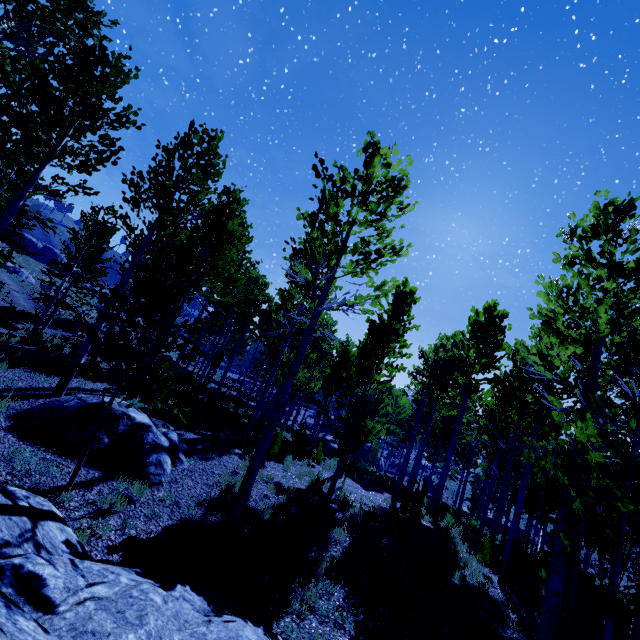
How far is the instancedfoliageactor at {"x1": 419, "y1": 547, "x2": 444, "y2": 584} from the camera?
7.3m

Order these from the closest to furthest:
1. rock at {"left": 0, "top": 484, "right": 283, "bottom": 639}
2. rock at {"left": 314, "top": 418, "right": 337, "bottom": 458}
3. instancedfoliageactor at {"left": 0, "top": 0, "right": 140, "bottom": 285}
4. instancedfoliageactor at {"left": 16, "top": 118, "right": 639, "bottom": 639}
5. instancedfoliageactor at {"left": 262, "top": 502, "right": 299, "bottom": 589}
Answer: rock at {"left": 0, "top": 484, "right": 283, "bottom": 639} → instancedfoliageactor at {"left": 0, "top": 0, "right": 140, "bottom": 285} → instancedfoliageactor at {"left": 16, "top": 118, "right": 639, "bottom": 639} → instancedfoliageactor at {"left": 262, "top": 502, "right": 299, "bottom": 589} → rock at {"left": 314, "top": 418, "right": 337, "bottom": 458}

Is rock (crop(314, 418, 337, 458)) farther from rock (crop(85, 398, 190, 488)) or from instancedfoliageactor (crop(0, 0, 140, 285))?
rock (crop(85, 398, 190, 488))

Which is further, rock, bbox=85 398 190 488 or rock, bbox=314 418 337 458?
rock, bbox=314 418 337 458

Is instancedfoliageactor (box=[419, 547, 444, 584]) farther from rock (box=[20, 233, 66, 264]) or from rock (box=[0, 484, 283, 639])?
rock (box=[20, 233, 66, 264])

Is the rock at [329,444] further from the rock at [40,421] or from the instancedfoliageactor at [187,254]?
the rock at [40,421]

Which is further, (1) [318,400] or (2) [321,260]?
(1) [318,400]

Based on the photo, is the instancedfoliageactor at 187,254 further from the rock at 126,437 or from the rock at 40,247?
the rock at 40,247
